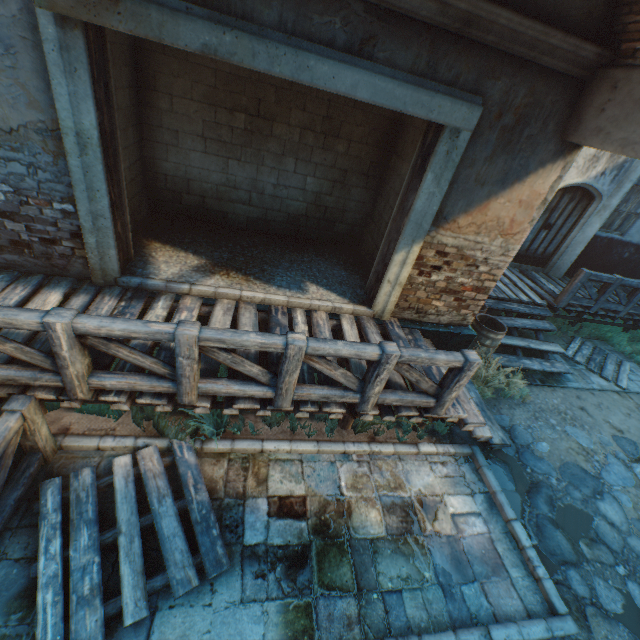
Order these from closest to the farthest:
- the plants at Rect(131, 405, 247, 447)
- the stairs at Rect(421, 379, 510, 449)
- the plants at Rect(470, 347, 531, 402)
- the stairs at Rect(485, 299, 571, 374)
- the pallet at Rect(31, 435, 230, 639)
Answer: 1. the pallet at Rect(31, 435, 230, 639)
2. the plants at Rect(131, 405, 247, 447)
3. the stairs at Rect(421, 379, 510, 449)
4. the plants at Rect(470, 347, 531, 402)
5. the stairs at Rect(485, 299, 571, 374)

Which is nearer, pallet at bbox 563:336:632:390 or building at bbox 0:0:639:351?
building at bbox 0:0:639:351

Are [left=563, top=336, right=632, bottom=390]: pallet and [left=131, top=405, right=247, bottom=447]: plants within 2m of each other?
no

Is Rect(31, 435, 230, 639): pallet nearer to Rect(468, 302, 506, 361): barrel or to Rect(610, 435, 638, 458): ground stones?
Rect(610, 435, 638, 458): ground stones

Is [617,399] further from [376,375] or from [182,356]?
[182,356]

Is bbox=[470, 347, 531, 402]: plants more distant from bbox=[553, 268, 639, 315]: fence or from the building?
bbox=[553, 268, 639, 315]: fence

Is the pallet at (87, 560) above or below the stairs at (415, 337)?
below

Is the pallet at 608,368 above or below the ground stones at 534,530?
above
